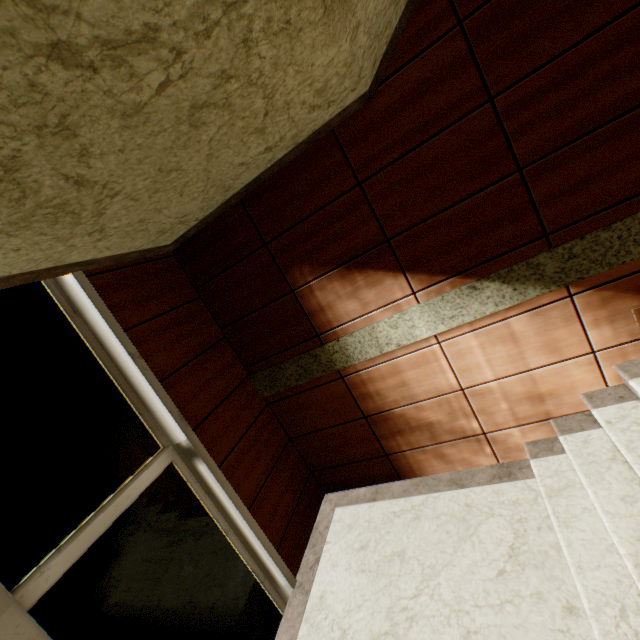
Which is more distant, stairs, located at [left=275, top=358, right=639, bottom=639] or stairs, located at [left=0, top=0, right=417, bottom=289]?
stairs, located at [left=275, top=358, right=639, bottom=639]

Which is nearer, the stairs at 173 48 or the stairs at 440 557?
the stairs at 173 48

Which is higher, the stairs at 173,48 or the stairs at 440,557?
the stairs at 173,48

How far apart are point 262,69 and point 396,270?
1.7 meters

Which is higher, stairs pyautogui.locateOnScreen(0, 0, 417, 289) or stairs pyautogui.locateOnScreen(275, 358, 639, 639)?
stairs pyautogui.locateOnScreen(0, 0, 417, 289)
